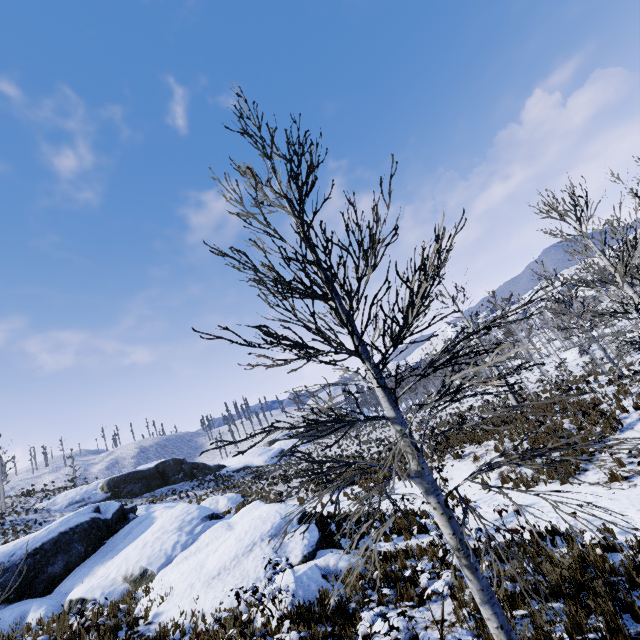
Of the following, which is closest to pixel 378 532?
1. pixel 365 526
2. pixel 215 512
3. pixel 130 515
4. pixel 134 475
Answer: pixel 365 526
